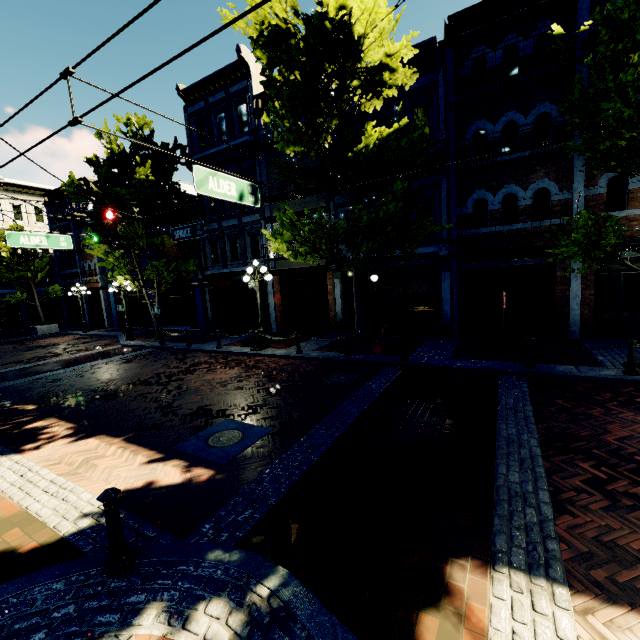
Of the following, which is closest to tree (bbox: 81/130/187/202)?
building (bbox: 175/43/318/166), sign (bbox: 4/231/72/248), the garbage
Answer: building (bbox: 175/43/318/166)

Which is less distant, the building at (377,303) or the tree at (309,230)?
the tree at (309,230)

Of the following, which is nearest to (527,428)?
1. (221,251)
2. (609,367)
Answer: (609,367)

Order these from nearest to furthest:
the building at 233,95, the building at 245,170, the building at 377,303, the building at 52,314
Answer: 1. the building at 377,303
2. the building at 233,95
3. the building at 245,170
4. the building at 52,314

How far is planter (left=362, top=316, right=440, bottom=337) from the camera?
13.2 meters

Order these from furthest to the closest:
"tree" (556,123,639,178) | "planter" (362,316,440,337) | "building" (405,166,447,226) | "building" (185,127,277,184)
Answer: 1. "building" (185,127,277,184)
2. "planter" (362,316,440,337)
3. "building" (405,166,447,226)
4. "tree" (556,123,639,178)

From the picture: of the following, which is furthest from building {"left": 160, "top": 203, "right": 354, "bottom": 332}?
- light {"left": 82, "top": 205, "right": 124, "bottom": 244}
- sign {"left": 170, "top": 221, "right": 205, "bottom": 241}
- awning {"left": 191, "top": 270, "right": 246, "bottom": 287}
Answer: light {"left": 82, "top": 205, "right": 124, "bottom": 244}

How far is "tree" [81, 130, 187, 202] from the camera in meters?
15.3 m
